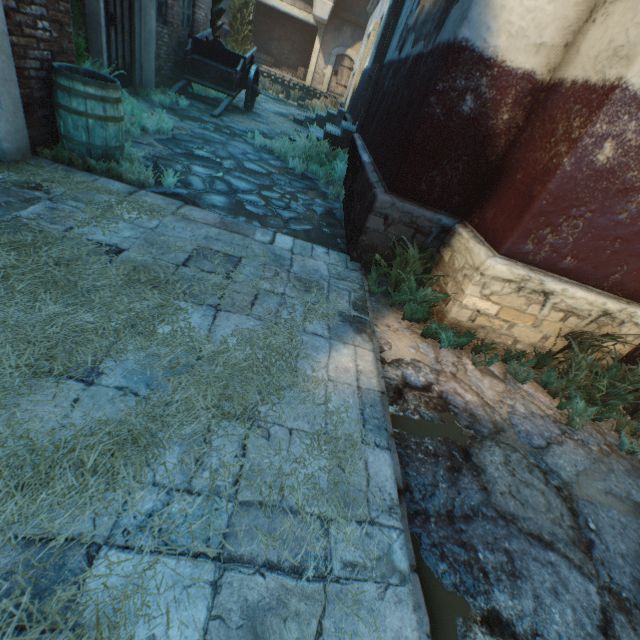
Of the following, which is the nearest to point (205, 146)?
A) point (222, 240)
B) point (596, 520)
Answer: point (222, 240)

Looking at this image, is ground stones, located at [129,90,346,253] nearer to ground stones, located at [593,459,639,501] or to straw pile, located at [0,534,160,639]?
ground stones, located at [593,459,639,501]

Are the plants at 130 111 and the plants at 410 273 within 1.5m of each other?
no

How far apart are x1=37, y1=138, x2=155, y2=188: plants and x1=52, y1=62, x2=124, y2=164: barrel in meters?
0.0 m

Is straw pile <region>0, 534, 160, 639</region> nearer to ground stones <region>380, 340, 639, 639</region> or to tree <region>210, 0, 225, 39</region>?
ground stones <region>380, 340, 639, 639</region>

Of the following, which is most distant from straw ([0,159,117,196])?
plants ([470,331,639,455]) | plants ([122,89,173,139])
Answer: plants ([470,331,639,455])

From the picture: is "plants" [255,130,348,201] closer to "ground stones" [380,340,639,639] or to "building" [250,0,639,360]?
"building" [250,0,639,360]

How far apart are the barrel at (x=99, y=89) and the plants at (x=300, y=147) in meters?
3.6
